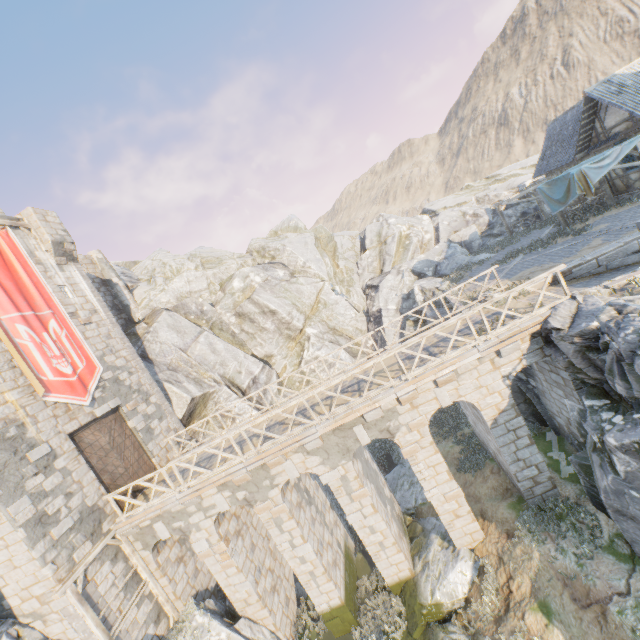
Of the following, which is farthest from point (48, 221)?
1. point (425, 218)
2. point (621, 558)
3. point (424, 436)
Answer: point (425, 218)

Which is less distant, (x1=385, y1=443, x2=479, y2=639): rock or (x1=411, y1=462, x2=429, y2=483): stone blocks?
(x1=385, y1=443, x2=479, y2=639): rock

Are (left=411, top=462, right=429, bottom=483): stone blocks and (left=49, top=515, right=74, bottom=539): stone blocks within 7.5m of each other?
no

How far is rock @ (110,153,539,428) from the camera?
22.72m

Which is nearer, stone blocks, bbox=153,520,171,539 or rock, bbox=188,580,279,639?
rock, bbox=188,580,279,639

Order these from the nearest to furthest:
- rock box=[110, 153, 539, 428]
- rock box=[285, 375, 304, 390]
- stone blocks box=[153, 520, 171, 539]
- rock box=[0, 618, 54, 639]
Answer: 1. rock box=[0, 618, 54, 639]
2. stone blocks box=[153, 520, 171, 539]
3. rock box=[110, 153, 539, 428]
4. rock box=[285, 375, 304, 390]

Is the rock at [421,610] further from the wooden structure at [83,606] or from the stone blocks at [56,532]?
the stone blocks at [56,532]

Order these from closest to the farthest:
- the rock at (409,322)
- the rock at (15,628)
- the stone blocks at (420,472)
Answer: the rock at (15,628) → the stone blocks at (420,472) → the rock at (409,322)
